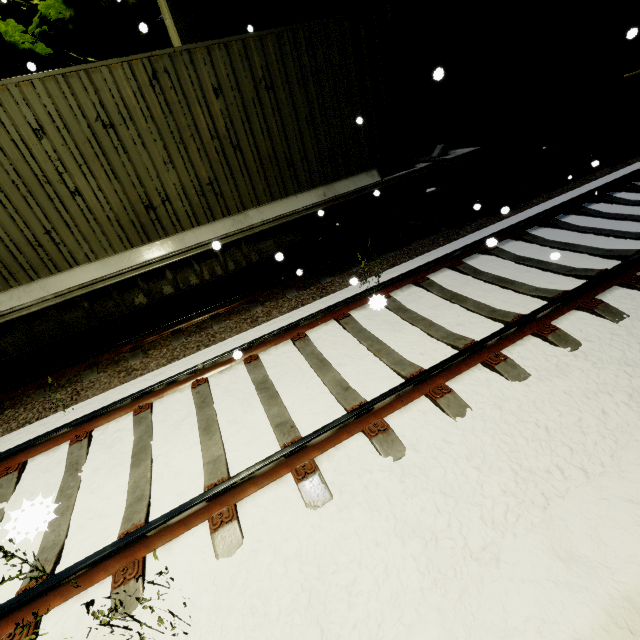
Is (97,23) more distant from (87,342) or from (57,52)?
(87,342)

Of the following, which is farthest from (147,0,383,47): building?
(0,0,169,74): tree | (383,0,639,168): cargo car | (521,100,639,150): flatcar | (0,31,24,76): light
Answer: (521,100,639,150): flatcar

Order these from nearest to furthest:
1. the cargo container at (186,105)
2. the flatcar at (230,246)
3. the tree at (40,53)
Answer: the cargo container at (186,105) → the flatcar at (230,246) → the tree at (40,53)

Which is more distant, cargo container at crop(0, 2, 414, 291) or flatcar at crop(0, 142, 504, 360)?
flatcar at crop(0, 142, 504, 360)

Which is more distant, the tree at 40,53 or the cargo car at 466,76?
the tree at 40,53

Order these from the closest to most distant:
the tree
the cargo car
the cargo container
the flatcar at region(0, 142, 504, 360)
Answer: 1. the cargo container
2. the flatcar at region(0, 142, 504, 360)
3. the cargo car
4. the tree

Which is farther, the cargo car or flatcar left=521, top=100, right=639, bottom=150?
flatcar left=521, top=100, right=639, bottom=150

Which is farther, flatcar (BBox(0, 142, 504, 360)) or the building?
the building
